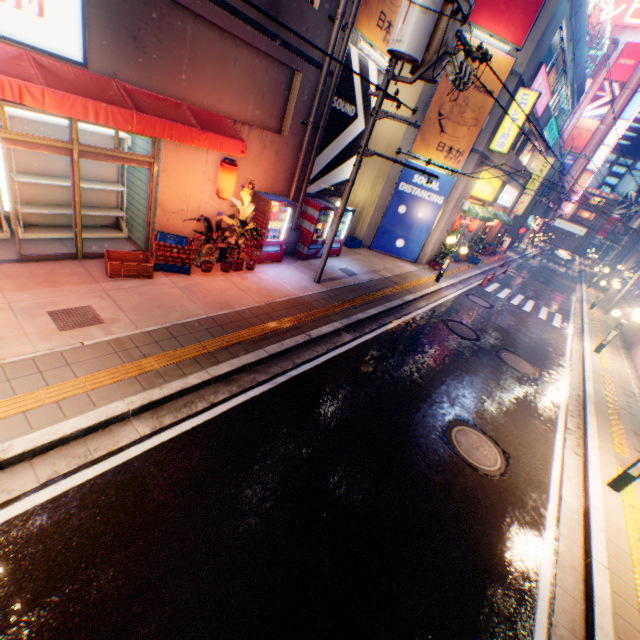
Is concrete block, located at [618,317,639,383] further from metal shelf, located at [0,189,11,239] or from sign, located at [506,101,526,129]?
metal shelf, located at [0,189,11,239]

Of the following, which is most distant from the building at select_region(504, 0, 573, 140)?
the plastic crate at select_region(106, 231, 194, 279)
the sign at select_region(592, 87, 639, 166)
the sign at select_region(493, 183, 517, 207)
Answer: the sign at select_region(592, 87, 639, 166)

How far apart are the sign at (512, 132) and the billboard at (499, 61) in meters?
1.3

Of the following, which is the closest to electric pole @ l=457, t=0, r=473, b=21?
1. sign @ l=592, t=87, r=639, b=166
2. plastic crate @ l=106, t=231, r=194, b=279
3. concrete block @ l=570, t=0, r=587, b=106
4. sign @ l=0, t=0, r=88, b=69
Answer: plastic crate @ l=106, t=231, r=194, b=279

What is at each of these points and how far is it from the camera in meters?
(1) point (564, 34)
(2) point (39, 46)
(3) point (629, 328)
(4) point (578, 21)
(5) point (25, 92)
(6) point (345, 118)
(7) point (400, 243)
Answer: (1) building, 14.6 m
(2) sign, 5.3 m
(3) concrete block, 17.7 m
(4) concrete block, 14.9 m
(5) awning, 4.7 m
(6) billboard, 10.8 m
(7) billboard, 16.5 m

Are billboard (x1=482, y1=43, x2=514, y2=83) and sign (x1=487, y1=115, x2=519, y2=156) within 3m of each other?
yes

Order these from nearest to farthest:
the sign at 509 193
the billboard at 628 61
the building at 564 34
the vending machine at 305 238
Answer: the vending machine at 305 238 → the building at 564 34 → the sign at 509 193 → the billboard at 628 61

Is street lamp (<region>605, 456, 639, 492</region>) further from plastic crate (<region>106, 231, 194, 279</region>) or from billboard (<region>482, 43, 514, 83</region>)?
billboard (<region>482, 43, 514, 83</region>)
